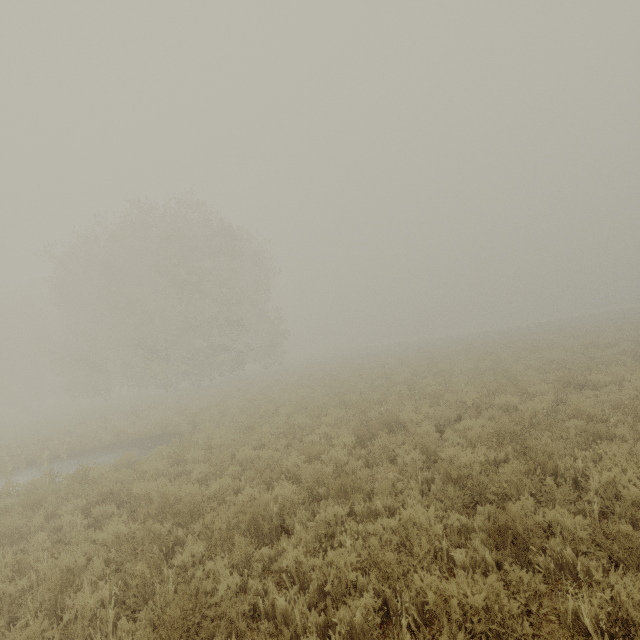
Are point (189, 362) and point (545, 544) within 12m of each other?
no
